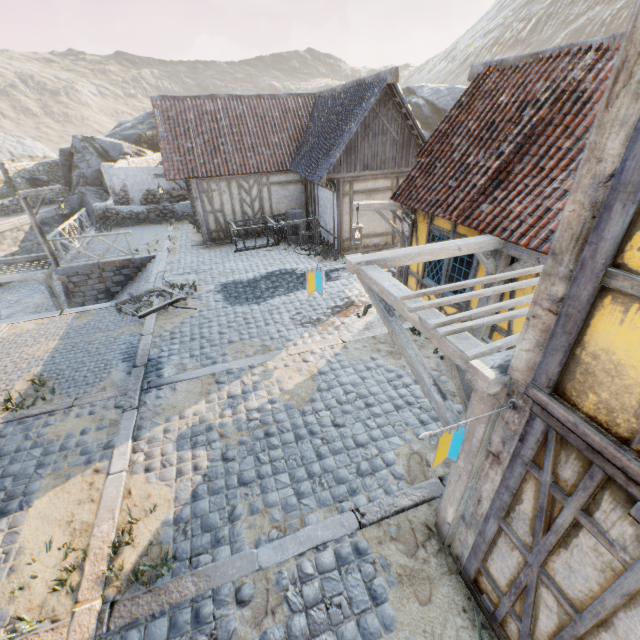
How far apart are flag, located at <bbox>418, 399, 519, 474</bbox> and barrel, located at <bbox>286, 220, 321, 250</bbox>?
11.89m

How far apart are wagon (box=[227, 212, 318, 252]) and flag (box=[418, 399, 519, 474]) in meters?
12.7 m

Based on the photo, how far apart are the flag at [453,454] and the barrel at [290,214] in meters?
13.9 m

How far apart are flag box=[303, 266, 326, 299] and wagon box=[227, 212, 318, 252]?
9.39m

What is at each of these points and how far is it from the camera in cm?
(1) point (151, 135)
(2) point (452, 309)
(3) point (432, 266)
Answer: (1) rock, 3031
(2) building, 777
(3) building, 816

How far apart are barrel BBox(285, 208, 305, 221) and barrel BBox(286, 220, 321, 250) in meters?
1.0 m

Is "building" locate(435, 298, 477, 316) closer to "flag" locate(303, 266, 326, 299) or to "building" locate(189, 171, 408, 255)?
"flag" locate(303, 266, 326, 299)

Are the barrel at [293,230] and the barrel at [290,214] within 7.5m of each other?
yes
